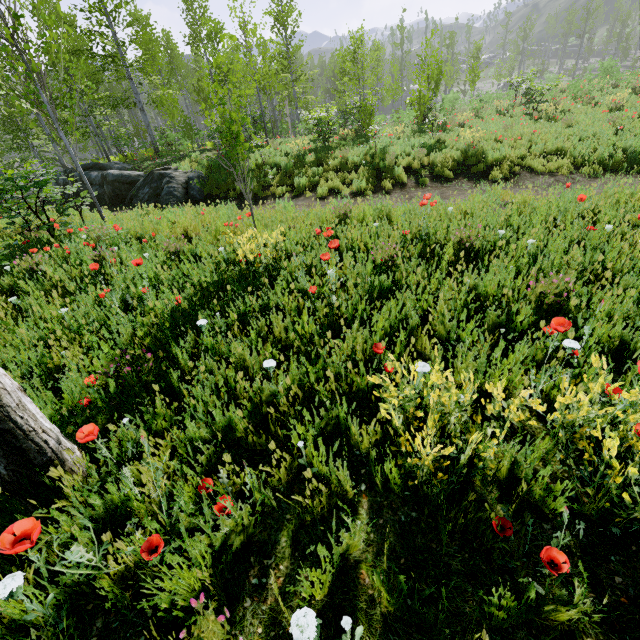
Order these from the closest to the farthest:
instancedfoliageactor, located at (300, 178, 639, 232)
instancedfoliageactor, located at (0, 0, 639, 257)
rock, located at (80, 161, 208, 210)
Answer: instancedfoliageactor, located at (300, 178, 639, 232), instancedfoliageactor, located at (0, 0, 639, 257), rock, located at (80, 161, 208, 210)

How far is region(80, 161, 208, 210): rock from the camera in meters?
12.1 m

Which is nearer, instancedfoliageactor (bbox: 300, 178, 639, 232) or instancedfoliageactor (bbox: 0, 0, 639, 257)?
A: instancedfoliageactor (bbox: 300, 178, 639, 232)

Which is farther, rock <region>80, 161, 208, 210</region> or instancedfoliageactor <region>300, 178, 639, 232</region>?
rock <region>80, 161, 208, 210</region>

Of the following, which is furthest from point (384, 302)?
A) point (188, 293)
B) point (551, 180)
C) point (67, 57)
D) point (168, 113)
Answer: point (168, 113)

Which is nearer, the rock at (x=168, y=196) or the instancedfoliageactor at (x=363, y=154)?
the instancedfoliageactor at (x=363, y=154)

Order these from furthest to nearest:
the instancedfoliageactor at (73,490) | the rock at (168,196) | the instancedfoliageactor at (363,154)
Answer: the rock at (168,196)
the instancedfoliageactor at (363,154)
the instancedfoliageactor at (73,490)
